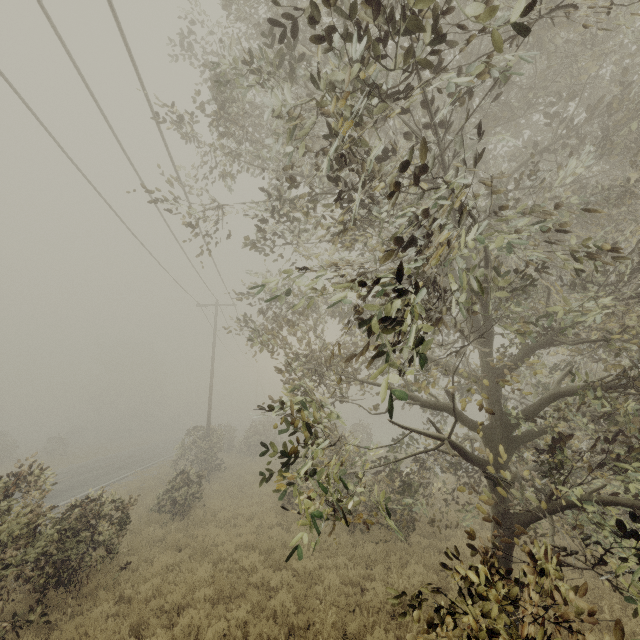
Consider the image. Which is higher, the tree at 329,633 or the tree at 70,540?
the tree at 70,540

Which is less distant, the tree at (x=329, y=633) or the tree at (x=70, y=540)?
the tree at (x=70, y=540)

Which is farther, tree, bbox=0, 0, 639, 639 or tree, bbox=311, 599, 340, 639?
tree, bbox=311, 599, 340, 639

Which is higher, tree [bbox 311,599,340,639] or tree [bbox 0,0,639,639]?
tree [bbox 0,0,639,639]

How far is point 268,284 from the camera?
9.2m
